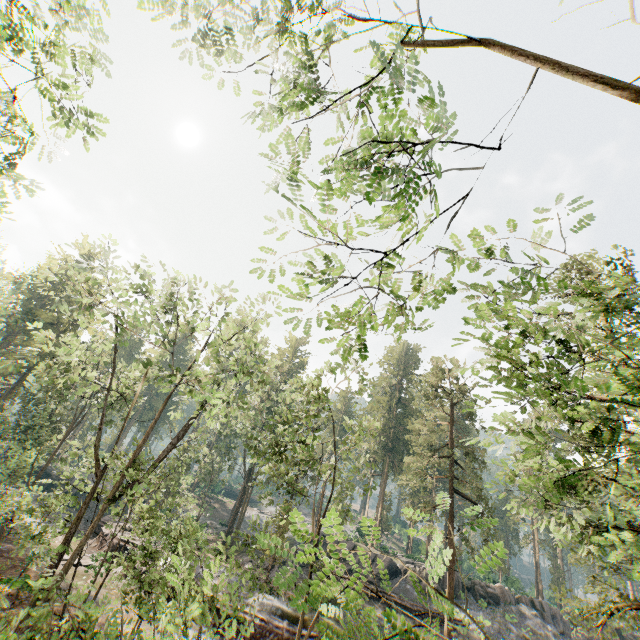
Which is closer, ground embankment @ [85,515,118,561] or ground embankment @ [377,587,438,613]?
ground embankment @ [85,515,118,561]

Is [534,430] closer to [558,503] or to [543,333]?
[558,503]

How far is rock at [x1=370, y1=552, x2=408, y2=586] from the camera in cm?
3331

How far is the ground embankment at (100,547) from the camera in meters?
21.1

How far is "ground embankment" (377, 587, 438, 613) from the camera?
29.2 meters

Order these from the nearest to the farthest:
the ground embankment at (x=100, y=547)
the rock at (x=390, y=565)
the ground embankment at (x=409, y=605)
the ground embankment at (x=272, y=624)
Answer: the ground embankment at (x=272, y=624) → the ground embankment at (x=100, y=547) → the ground embankment at (x=409, y=605) → the rock at (x=390, y=565)

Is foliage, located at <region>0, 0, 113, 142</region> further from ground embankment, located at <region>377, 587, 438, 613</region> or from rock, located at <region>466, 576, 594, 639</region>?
ground embankment, located at <region>377, 587, 438, 613</region>

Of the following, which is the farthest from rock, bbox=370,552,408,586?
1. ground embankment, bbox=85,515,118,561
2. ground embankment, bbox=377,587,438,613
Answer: ground embankment, bbox=85,515,118,561
